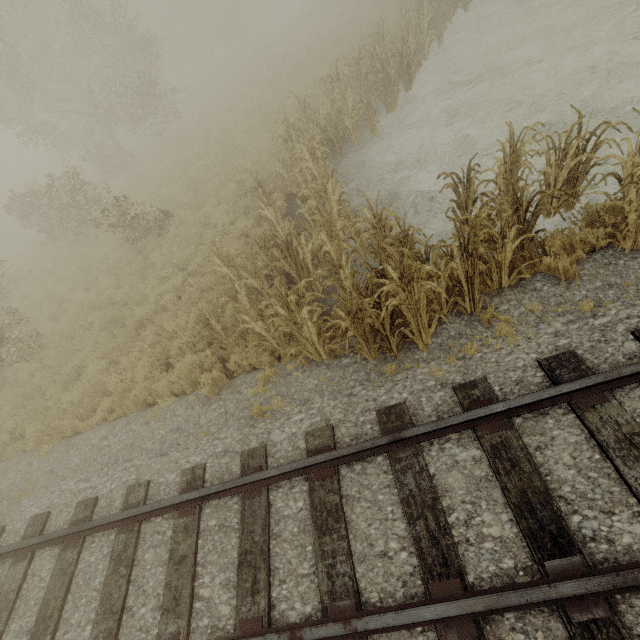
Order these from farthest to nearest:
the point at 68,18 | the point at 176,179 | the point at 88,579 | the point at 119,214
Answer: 1. the point at 68,18
2. the point at 176,179
3. the point at 119,214
4. the point at 88,579
